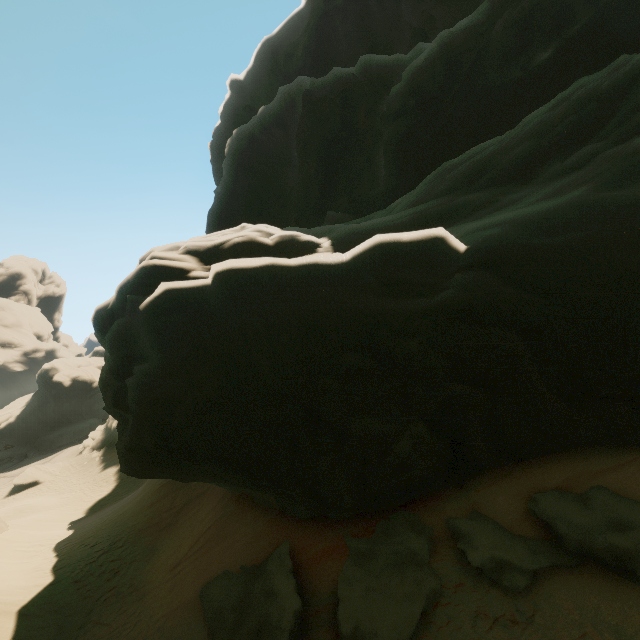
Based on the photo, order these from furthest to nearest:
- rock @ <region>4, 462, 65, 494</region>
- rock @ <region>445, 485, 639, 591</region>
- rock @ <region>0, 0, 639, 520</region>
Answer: rock @ <region>4, 462, 65, 494</region>, rock @ <region>0, 0, 639, 520</region>, rock @ <region>445, 485, 639, 591</region>

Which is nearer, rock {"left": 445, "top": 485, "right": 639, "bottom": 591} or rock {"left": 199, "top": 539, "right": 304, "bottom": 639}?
rock {"left": 445, "top": 485, "right": 639, "bottom": 591}

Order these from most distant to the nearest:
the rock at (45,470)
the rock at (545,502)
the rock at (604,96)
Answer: the rock at (45,470) → the rock at (604,96) → the rock at (545,502)

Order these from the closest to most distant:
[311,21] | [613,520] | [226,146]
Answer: [613,520] → [226,146] → [311,21]

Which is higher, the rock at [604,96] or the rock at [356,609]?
the rock at [604,96]

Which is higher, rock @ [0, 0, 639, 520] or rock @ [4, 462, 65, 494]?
rock @ [0, 0, 639, 520]
